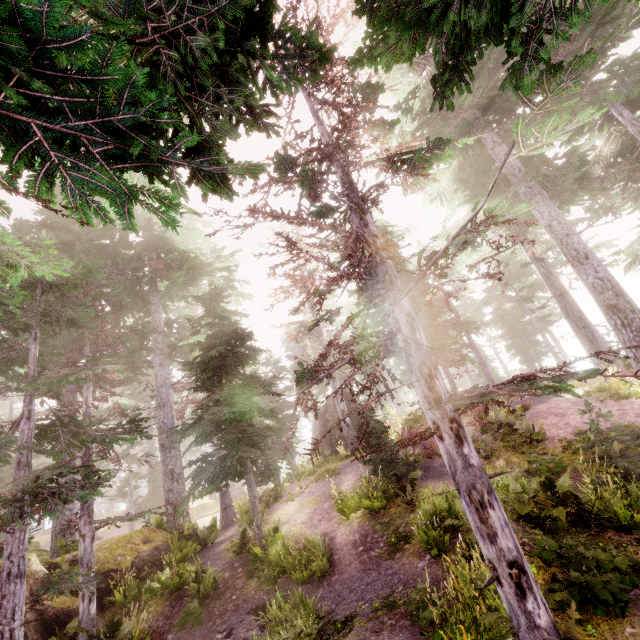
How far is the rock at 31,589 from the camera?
9.1m

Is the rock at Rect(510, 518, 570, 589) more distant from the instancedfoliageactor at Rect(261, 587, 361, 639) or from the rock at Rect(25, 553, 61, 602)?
the rock at Rect(25, 553, 61, 602)

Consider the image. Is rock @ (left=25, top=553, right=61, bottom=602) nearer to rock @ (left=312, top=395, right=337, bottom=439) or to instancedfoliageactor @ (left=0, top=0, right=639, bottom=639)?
instancedfoliageactor @ (left=0, top=0, right=639, bottom=639)

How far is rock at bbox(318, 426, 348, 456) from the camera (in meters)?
22.92

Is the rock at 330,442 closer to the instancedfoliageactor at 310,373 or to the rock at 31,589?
the instancedfoliageactor at 310,373

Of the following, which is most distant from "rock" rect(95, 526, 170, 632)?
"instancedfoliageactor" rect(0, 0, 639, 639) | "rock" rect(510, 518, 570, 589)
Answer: "rock" rect(510, 518, 570, 589)

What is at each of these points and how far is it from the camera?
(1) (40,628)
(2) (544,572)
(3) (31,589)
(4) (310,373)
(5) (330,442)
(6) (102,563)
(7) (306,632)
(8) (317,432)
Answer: (1) rock, 8.5 meters
(2) rock, 5.7 meters
(3) rock, 9.2 meters
(4) instancedfoliageactor, 5.3 meters
(5) rock, 23.4 meters
(6) rock, 11.3 meters
(7) instancedfoliageactor, 6.5 meters
(8) rock, 24.5 meters

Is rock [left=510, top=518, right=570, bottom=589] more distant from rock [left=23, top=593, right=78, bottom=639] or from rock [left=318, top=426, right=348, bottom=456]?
rock [left=318, top=426, right=348, bottom=456]
